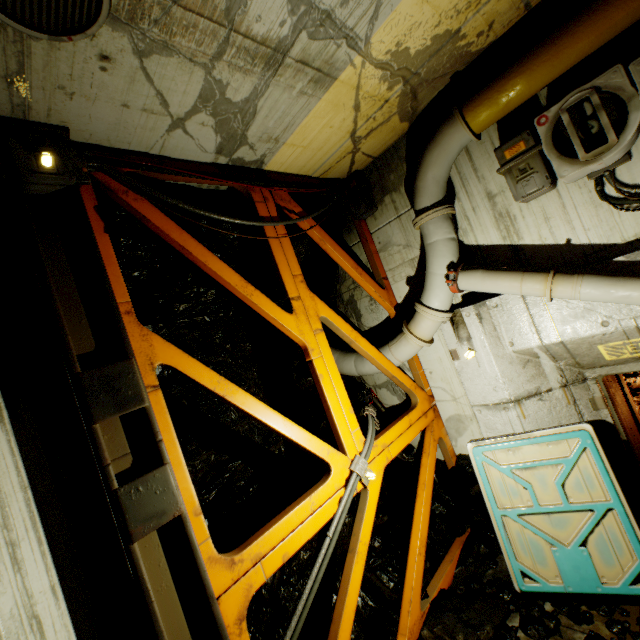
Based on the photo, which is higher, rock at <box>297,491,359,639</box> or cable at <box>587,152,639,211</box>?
cable at <box>587,152,639,211</box>

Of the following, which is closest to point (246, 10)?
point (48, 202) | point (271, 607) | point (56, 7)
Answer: point (56, 7)

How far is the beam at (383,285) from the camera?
5.5 meters

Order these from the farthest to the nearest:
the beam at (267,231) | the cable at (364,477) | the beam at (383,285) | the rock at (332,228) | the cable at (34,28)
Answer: the rock at (332,228) < the beam at (383,285) < the beam at (267,231) < the cable at (364,477) < the cable at (34,28)

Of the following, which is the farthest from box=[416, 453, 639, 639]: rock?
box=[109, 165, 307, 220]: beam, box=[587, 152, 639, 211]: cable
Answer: box=[587, 152, 639, 211]: cable

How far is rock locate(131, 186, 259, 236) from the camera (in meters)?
4.04

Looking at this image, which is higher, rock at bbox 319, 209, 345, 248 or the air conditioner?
rock at bbox 319, 209, 345, 248
